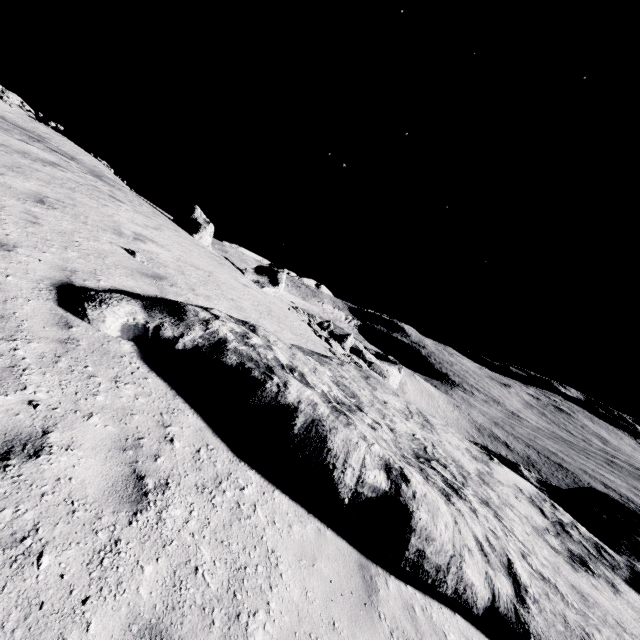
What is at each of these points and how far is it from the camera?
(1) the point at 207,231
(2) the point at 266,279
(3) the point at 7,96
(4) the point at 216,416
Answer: (1) stone, 23.36m
(2) stone, 26.66m
(3) stone, 34.34m
(4) stone, 4.92m

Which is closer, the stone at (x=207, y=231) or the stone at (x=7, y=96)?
the stone at (x=207, y=231)

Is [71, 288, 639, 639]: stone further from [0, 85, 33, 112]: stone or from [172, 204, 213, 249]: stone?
[0, 85, 33, 112]: stone

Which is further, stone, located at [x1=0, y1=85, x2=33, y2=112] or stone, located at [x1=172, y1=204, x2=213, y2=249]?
stone, located at [x1=0, y1=85, x2=33, y2=112]

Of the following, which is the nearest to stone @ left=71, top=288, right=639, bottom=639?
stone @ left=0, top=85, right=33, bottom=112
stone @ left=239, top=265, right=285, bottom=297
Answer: stone @ left=239, top=265, right=285, bottom=297

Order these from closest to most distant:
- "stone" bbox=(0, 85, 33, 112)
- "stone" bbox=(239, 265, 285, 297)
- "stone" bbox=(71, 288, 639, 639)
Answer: "stone" bbox=(71, 288, 639, 639) → "stone" bbox=(239, 265, 285, 297) → "stone" bbox=(0, 85, 33, 112)

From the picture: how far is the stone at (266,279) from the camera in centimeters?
2536cm

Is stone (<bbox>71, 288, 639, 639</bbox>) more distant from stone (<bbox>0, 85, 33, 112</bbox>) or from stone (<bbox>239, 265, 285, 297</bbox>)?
stone (<bbox>0, 85, 33, 112</bbox>)
